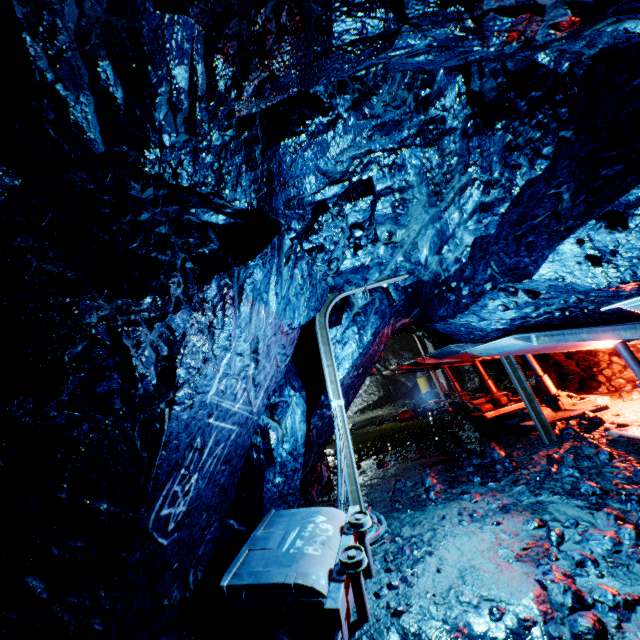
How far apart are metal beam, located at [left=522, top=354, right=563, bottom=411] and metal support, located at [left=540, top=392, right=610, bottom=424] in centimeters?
3cm

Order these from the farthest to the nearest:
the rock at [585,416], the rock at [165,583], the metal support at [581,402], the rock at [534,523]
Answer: the metal support at [581,402], the rock at [585,416], the rock at [534,523], the rock at [165,583]

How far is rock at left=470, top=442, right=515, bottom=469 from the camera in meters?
5.4

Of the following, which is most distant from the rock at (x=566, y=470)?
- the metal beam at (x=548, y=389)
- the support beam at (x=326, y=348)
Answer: the metal beam at (x=548, y=389)

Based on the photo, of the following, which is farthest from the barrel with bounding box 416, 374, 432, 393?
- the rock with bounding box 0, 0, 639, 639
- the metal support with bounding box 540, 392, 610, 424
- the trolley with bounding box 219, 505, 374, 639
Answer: the trolley with bounding box 219, 505, 374, 639

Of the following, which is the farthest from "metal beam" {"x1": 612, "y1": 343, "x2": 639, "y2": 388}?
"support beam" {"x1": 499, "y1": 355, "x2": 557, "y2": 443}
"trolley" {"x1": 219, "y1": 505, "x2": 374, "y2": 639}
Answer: "trolley" {"x1": 219, "y1": 505, "x2": 374, "y2": 639}

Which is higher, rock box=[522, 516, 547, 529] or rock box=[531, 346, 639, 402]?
rock box=[531, 346, 639, 402]

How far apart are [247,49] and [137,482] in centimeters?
296cm
